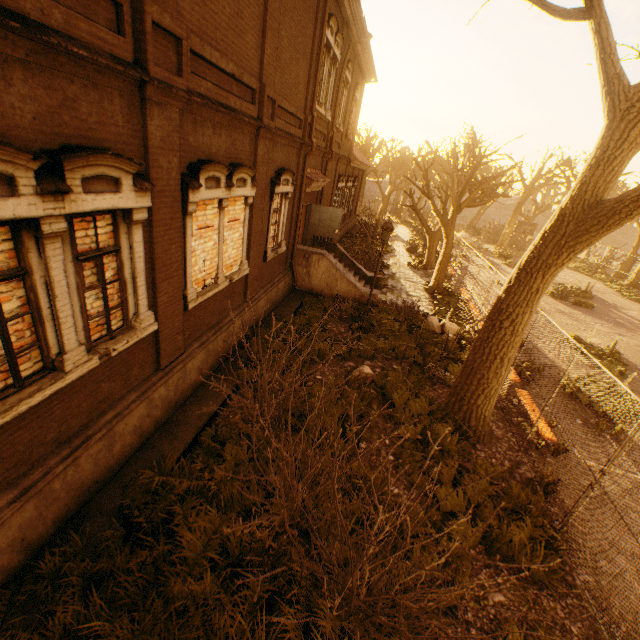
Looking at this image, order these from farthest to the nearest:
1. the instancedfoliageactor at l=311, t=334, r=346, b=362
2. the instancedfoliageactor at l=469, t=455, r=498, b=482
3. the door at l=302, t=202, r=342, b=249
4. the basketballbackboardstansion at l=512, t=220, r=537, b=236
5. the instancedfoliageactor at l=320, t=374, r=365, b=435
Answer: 1. the basketballbackboardstansion at l=512, t=220, r=537, b=236
2. the door at l=302, t=202, r=342, b=249
3. the instancedfoliageactor at l=311, t=334, r=346, b=362
4. the instancedfoliageactor at l=320, t=374, r=365, b=435
5. the instancedfoliageactor at l=469, t=455, r=498, b=482

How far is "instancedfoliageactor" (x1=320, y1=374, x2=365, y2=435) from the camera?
7.07m

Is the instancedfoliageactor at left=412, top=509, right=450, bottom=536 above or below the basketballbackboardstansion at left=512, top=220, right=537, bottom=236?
below

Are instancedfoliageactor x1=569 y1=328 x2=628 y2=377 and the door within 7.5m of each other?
no

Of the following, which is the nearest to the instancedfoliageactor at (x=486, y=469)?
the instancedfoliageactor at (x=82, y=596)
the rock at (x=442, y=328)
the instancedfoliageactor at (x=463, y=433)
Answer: the instancedfoliageactor at (x=82, y=596)

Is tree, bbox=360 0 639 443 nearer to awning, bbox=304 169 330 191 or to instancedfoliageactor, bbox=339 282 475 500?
instancedfoliageactor, bbox=339 282 475 500

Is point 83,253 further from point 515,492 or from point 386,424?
point 515,492

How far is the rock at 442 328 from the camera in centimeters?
1292cm
